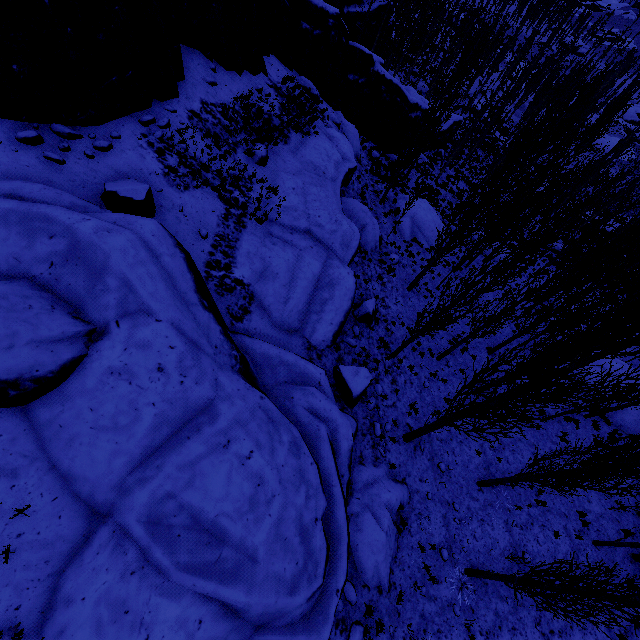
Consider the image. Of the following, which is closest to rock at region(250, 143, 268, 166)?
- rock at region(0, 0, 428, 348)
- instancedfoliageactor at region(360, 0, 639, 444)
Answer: rock at region(0, 0, 428, 348)

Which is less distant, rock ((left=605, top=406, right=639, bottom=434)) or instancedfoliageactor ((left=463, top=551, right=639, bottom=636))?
instancedfoliageactor ((left=463, top=551, right=639, bottom=636))

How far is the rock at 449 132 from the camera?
40.0 meters

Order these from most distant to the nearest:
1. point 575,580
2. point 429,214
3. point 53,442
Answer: point 429,214 → point 575,580 → point 53,442

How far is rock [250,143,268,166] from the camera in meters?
13.7

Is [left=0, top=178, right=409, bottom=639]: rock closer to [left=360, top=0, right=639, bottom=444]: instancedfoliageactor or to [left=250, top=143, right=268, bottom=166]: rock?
[left=360, top=0, right=639, bottom=444]: instancedfoliageactor

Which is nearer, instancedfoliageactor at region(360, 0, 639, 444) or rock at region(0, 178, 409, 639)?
rock at region(0, 178, 409, 639)

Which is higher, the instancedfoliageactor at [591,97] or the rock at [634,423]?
the instancedfoliageactor at [591,97]
